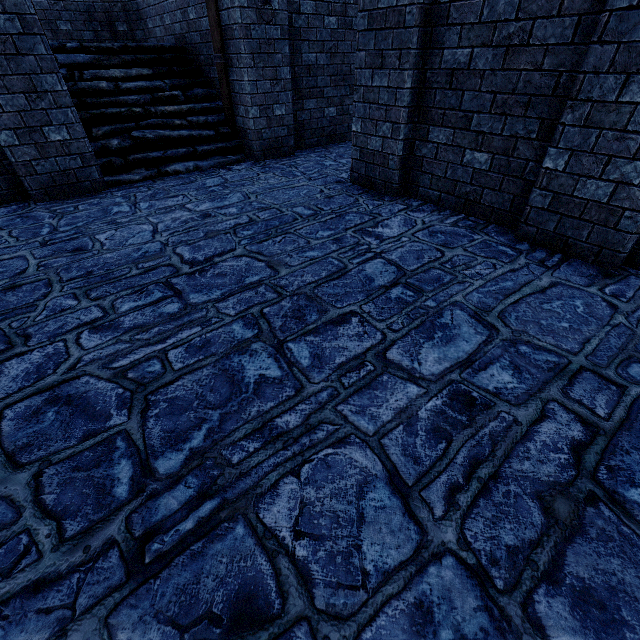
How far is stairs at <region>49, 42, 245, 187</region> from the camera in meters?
5.6 m

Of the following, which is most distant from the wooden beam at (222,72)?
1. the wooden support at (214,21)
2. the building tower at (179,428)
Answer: the building tower at (179,428)

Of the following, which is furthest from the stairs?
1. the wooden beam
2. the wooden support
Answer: the wooden support

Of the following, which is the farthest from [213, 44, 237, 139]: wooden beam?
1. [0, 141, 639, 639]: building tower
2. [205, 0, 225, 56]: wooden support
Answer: [0, 141, 639, 639]: building tower

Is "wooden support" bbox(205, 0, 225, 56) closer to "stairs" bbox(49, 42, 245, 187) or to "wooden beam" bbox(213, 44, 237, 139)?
"wooden beam" bbox(213, 44, 237, 139)

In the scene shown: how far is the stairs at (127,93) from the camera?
5.6m

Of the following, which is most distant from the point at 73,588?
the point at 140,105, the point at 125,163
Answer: the point at 140,105

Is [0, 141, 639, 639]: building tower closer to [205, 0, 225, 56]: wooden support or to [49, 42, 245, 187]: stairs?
[49, 42, 245, 187]: stairs
